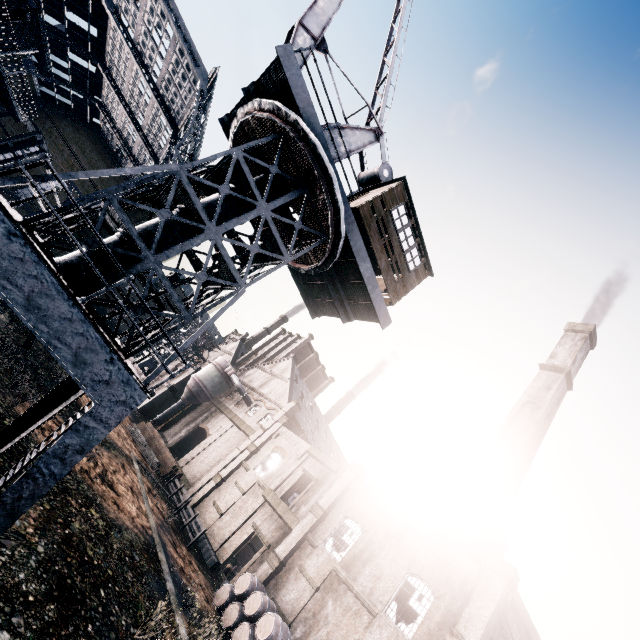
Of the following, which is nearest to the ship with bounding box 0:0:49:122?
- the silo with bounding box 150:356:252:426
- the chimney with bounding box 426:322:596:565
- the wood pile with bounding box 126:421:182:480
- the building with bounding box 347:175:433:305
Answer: the building with bounding box 347:175:433:305

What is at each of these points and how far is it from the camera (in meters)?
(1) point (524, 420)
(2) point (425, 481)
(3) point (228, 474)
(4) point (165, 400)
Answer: (1) chimney, 30.09
(2) wood roof frame, 33.59
(3) building, 33.56
(4) building, 48.44

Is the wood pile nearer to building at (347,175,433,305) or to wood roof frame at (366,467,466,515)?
wood roof frame at (366,467,466,515)

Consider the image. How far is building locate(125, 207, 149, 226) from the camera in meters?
26.8 m

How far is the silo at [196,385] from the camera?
45.0 meters

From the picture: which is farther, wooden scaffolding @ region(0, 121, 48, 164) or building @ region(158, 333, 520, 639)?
wooden scaffolding @ region(0, 121, 48, 164)

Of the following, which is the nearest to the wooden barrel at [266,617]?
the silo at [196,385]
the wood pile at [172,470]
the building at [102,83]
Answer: the building at [102,83]

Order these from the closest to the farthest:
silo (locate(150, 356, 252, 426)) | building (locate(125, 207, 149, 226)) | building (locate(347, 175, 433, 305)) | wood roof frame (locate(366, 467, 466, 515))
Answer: building (locate(347, 175, 433, 305)) < building (locate(125, 207, 149, 226)) < wood roof frame (locate(366, 467, 466, 515)) < silo (locate(150, 356, 252, 426))
